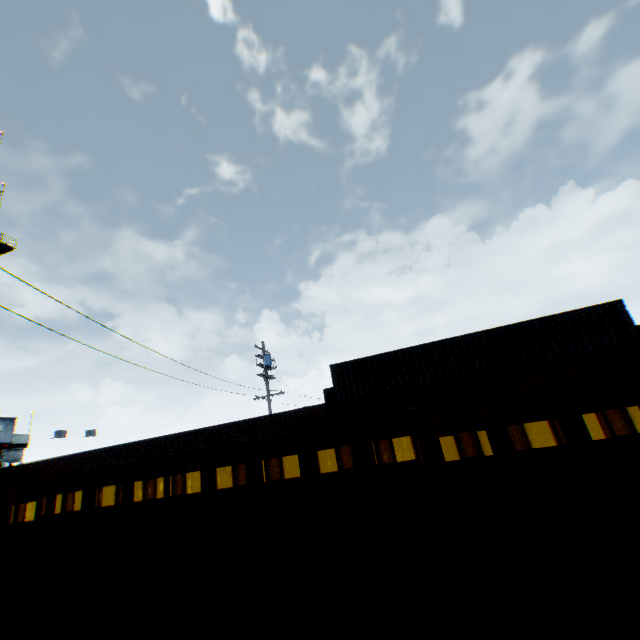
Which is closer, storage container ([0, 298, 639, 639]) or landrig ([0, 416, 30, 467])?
storage container ([0, 298, 639, 639])

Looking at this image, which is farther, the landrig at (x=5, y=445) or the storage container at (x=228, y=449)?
the landrig at (x=5, y=445)

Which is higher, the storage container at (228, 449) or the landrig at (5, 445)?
the landrig at (5, 445)

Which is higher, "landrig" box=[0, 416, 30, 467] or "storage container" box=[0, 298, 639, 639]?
"landrig" box=[0, 416, 30, 467]

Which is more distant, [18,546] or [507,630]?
[18,546]
